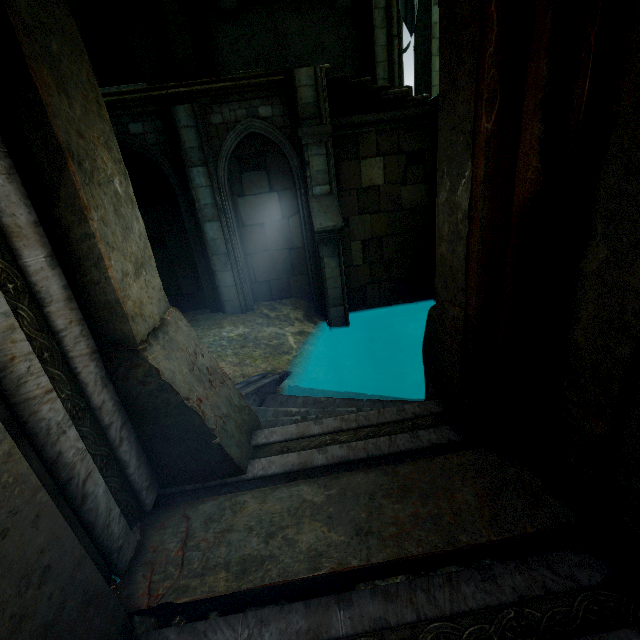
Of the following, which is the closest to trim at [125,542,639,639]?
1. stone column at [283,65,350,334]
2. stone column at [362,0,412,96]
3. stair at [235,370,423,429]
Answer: stair at [235,370,423,429]

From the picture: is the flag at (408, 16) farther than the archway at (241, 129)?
No

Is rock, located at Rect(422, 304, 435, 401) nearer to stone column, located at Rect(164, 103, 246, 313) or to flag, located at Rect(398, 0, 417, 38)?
flag, located at Rect(398, 0, 417, 38)

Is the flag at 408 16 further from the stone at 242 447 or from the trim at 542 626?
the trim at 542 626

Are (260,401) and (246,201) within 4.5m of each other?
no

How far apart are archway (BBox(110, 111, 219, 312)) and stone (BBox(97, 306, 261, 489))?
6.23m

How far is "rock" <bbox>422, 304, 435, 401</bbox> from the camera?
3.34m

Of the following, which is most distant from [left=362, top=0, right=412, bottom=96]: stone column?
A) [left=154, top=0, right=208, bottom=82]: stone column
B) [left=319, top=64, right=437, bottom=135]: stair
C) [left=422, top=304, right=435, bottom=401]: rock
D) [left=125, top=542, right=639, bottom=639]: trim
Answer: [left=125, top=542, right=639, bottom=639]: trim
